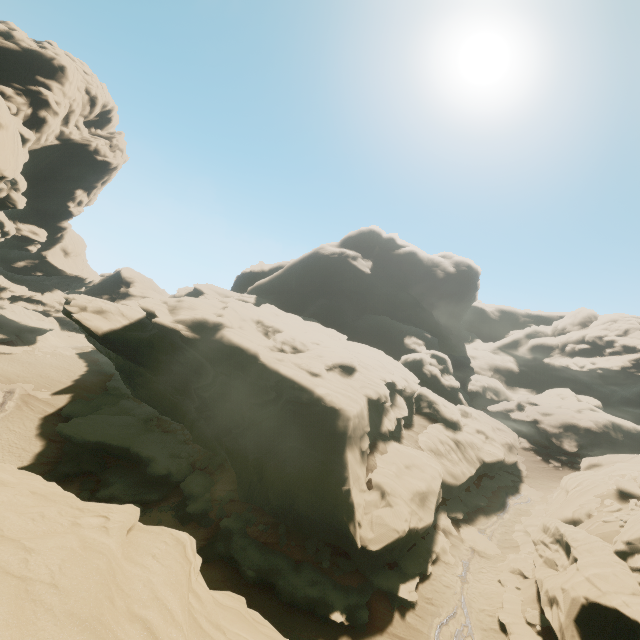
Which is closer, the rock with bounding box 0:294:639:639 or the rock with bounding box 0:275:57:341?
the rock with bounding box 0:294:639:639

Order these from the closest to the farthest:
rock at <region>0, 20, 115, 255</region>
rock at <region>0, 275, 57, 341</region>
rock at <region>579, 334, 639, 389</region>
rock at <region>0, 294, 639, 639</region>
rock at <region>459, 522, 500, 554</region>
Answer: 1. rock at <region>0, 294, 639, 639</region>
2. rock at <region>459, 522, 500, 554</region>
3. rock at <region>0, 20, 115, 255</region>
4. rock at <region>0, 275, 57, 341</region>
5. rock at <region>579, 334, 639, 389</region>

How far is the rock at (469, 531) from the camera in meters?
23.4

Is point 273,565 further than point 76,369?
No

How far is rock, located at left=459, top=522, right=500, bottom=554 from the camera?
23.36m

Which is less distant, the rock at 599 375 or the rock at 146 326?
the rock at 146 326
